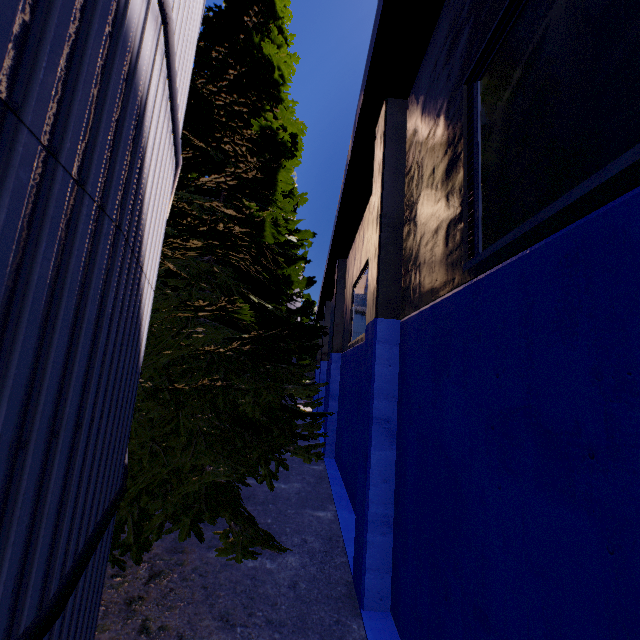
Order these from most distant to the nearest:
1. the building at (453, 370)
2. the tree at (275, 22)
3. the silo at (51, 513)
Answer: the tree at (275, 22) → the building at (453, 370) → the silo at (51, 513)

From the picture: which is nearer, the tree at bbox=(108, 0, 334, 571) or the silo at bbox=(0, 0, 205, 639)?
the silo at bbox=(0, 0, 205, 639)

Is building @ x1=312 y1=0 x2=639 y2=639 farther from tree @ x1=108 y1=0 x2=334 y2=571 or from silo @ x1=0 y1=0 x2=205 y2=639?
silo @ x1=0 y1=0 x2=205 y2=639

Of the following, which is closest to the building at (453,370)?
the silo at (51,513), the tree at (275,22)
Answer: the tree at (275,22)

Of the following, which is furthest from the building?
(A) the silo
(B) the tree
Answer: (A) the silo

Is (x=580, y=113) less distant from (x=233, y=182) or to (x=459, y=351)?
(x=459, y=351)
